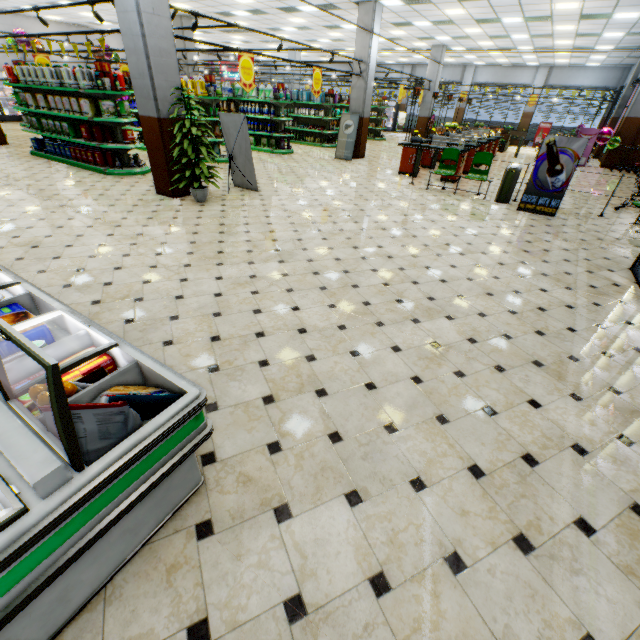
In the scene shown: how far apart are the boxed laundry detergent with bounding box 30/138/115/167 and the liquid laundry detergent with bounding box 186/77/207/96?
3.47m

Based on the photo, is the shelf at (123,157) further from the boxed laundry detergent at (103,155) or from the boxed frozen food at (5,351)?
the boxed frozen food at (5,351)

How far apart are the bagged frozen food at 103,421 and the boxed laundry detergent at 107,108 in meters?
9.8

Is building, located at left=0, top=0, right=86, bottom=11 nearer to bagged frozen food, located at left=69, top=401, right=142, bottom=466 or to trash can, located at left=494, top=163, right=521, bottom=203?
trash can, located at left=494, top=163, right=521, bottom=203

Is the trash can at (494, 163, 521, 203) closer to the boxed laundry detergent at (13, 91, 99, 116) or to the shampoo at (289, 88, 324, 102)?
the boxed laundry detergent at (13, 91, 99, 116)

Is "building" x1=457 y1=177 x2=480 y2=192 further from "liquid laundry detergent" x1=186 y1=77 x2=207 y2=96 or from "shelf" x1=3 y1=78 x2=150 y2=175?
"liquid laundry detergent" x1=186 y1=77 x2=207 y2=96

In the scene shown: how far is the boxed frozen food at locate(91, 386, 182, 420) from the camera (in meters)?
1.46

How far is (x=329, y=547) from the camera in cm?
177
